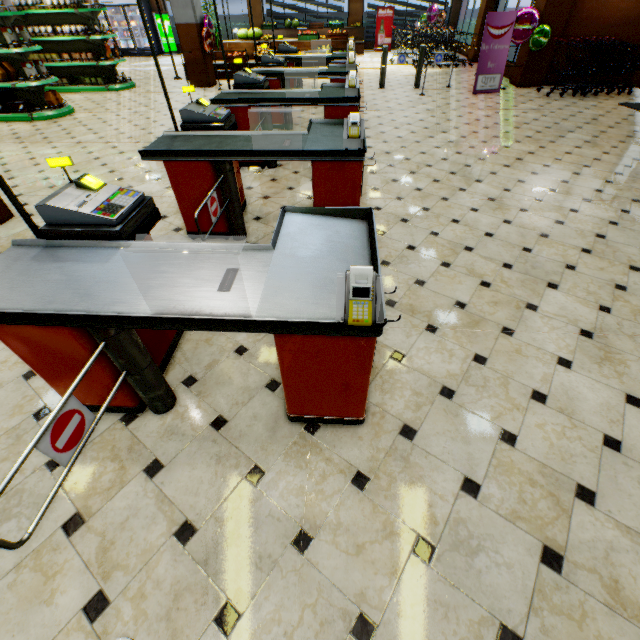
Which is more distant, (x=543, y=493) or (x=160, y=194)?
(x=160, y=194)

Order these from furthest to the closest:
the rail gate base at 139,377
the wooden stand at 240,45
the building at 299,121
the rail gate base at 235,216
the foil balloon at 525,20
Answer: the wooden stand at 240,45 → the foil balloon at 525,20 → the building at 299,121 → the rail gate base at 235,216 → the rail gate base at 139,377

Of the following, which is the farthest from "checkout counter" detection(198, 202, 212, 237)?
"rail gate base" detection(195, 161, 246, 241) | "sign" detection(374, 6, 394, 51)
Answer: "sign" detection(374, 6, 394, 51)

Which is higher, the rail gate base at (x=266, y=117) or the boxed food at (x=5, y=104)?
the rail gate base at (x=266, y=117)

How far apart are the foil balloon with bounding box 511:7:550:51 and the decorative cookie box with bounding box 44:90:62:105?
11.42m

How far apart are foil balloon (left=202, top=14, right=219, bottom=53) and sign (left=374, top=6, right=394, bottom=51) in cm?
985

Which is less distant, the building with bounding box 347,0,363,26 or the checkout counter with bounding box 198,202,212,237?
the checkout counter with bounding box 198,202,212,237

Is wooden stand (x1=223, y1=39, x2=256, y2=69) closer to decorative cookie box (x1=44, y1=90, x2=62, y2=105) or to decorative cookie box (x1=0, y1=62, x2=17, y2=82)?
decorative cookie box (x1=44, y1=90, x2=62, y2=105)
